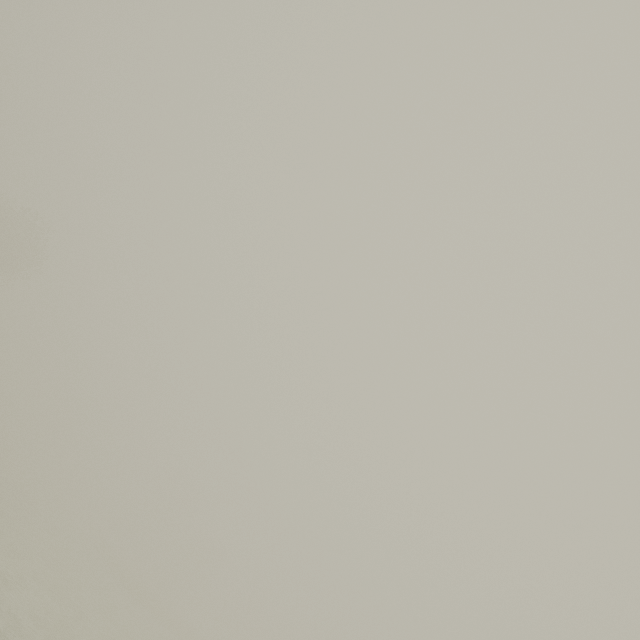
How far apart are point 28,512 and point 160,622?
23.3 meters
